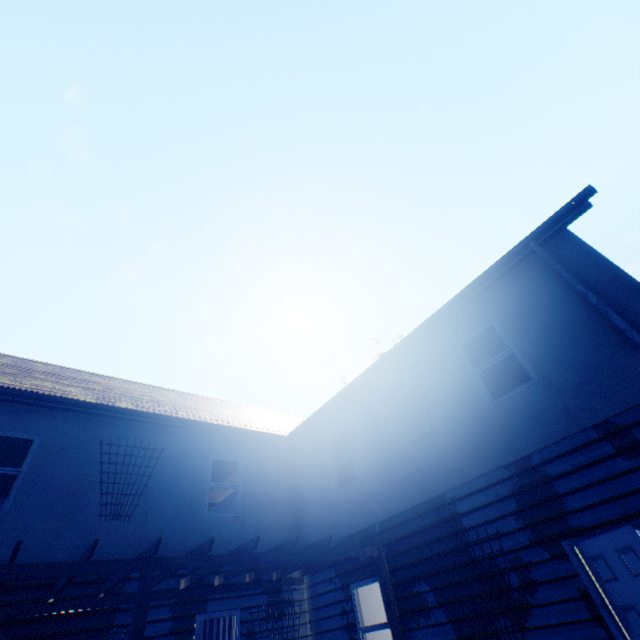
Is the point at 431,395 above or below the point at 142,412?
below

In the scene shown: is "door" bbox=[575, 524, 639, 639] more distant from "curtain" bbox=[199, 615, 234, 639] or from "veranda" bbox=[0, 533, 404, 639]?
"curtain" bbox=[199, 615, 234, 639]

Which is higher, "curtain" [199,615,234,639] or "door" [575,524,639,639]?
"curtain" [199,615,234,639]

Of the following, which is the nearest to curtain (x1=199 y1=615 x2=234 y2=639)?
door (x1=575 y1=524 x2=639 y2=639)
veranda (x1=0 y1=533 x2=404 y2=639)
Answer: veranda (x1=0 y1=533 x2=404 y2=639)

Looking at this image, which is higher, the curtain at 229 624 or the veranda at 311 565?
the veranda at 311 565

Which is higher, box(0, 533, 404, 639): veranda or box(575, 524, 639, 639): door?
box(0, 533, 404, 639): veranda

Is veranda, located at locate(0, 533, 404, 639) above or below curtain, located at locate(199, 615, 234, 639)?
above

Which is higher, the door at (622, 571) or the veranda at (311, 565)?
the veranda at (311, 565)
